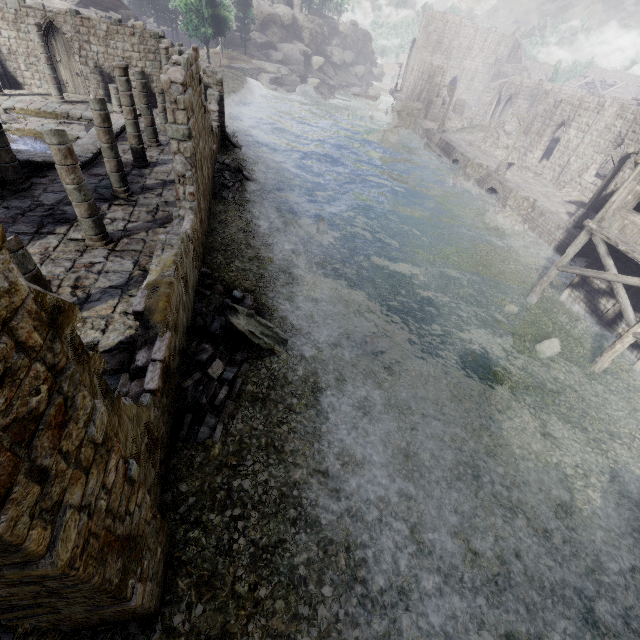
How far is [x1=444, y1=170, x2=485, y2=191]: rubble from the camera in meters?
30.6

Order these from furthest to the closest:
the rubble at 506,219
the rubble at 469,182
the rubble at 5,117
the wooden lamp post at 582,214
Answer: the rubble at 469,182, the rubble at 506,219, the wooden lamp post at 582,214, the rubble at 5,117

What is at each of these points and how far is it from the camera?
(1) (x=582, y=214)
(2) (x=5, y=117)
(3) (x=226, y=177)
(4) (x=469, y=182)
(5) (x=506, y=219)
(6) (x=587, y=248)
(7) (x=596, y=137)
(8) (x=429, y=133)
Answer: (1) wooden lamp post, 21.4 meters
(2) rubble, 17.5 meters
(3) rubble, 20.7 meters
(4) rubble, 30.9 meters
(5) rubble, 25.2 meters
(6) building base, 21.4 meters
(7) building, 25.4 meters
(8) building base, 40.6 meters

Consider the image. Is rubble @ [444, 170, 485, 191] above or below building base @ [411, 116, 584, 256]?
below

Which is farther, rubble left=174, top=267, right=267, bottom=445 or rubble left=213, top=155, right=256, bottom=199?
rubble left=213, top=155, right=256, bottom=199

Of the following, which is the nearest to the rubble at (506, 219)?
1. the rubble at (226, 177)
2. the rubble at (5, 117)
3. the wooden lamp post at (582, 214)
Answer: the wooden lamp post at (582, 214)

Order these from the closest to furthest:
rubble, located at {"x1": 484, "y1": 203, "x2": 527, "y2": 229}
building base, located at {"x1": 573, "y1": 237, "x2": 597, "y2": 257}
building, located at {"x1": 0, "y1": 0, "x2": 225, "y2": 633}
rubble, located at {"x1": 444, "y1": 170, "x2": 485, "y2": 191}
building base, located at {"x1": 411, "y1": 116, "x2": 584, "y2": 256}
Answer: building, located at {"x1": 0, "y1": 0, "x2": 225, "y2": 633} < building base, located at {"x1": 573, "y1": 237, "x2": 597, "y2": 257} < building base, located at {"x1": 411, "y1": 116, "x2": 584, "y2": 256} < rubble, located at {"x1": 484, "y1": 203, "x2": 527, "y2": 229} < rubble, located at {"x1": 444, "y1": 170, "x2": 485, "y2": 191}

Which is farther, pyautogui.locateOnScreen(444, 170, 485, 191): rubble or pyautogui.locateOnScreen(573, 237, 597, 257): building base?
pyautogui.locateOnScreen(444, 170, 485, 191): rubble
